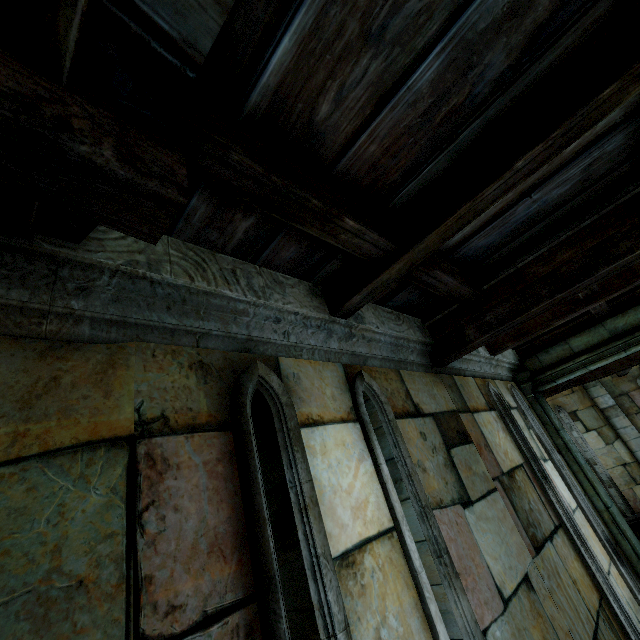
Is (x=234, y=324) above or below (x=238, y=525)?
above
